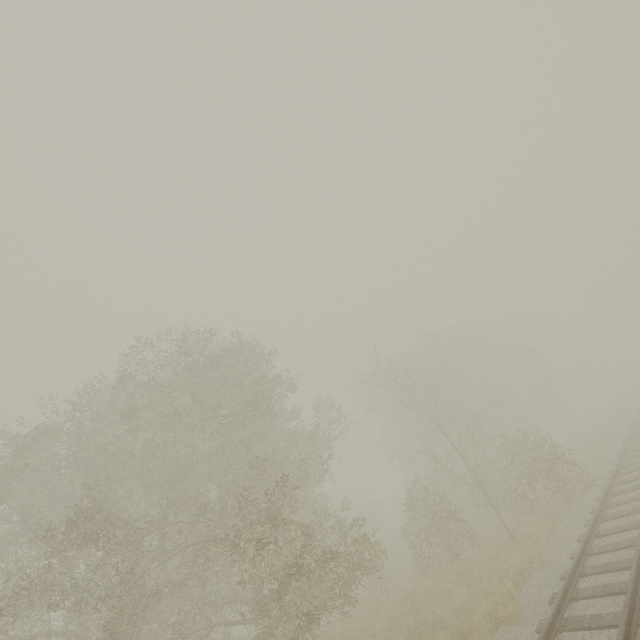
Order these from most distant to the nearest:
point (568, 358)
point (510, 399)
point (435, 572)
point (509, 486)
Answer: point (568, 358) → point (510, 399) → point (509, 486) → point (435, 572)
